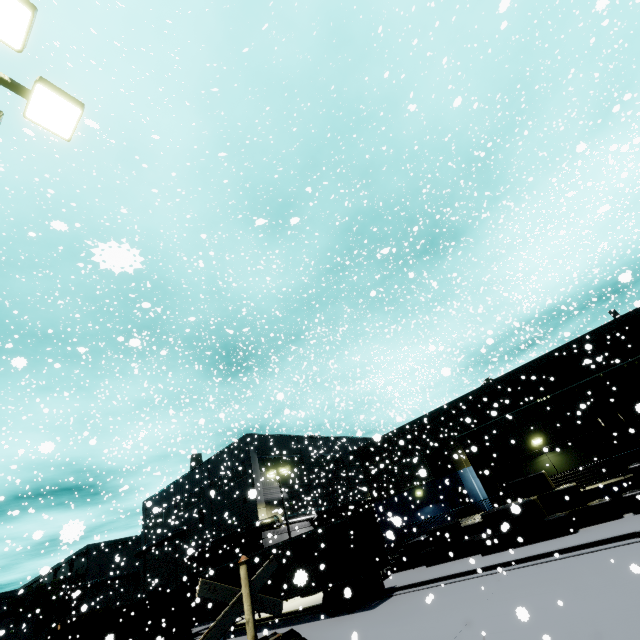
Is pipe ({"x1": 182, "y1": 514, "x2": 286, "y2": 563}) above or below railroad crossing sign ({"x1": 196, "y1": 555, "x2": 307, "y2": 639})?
Result: above

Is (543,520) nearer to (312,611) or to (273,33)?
(312,611)

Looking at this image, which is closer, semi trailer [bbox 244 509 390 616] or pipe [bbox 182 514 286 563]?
semi trailer [bbox 244 509 390 616]

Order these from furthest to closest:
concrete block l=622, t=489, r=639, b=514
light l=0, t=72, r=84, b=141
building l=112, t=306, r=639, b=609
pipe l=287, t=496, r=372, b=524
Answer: pipe l=287, t=496, r=372, b=524, building l=112, t=306, r=639, b=609, concrete block l=622, t=489, r=639, b=514, light l=0, t=72, r=84, b=141

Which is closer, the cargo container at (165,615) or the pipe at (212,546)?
the cargo container at (165,615)

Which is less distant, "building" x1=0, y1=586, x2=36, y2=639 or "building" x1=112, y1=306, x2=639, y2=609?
"building" x1=112, y1=306, x2=639, y2=609

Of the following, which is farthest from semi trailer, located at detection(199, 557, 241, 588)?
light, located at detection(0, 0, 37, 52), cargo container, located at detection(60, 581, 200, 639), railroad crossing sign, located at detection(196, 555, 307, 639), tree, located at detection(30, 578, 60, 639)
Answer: tree, located at detection(30, 578, 60, 639)

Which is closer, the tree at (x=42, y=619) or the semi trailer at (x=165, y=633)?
the semi trailer at (x=165, y=633)
